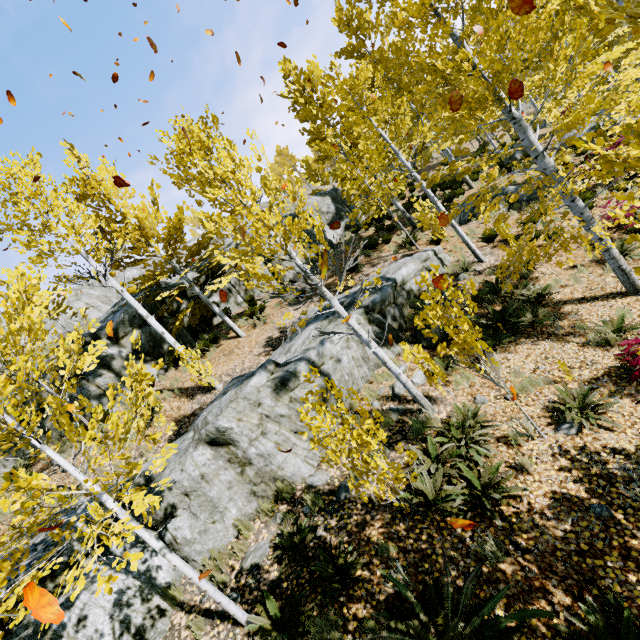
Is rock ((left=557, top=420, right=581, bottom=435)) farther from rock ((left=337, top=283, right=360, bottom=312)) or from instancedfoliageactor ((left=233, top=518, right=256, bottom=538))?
rock ((left=337, top=283, right=360, bottom=312))

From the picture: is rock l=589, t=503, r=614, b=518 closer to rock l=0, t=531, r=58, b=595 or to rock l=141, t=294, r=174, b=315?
rock l=141, t=294, r=174, b=315

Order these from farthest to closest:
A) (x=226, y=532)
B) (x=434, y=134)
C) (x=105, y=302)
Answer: (x=105, y=302) → (x=434, y=134) → (x=226, y=532)

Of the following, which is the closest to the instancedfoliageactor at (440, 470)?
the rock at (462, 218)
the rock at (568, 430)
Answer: the rock at (568, 430)

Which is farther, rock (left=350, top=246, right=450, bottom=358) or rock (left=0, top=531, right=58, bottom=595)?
rock (left=350, top=246, right=450, bottom=358)

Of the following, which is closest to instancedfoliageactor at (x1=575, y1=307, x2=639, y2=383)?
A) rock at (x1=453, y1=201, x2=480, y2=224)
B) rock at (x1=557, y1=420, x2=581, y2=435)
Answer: rock at (x1=557, y1=420, x2=581, y2=435)

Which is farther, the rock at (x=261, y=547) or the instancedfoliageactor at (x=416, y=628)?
the rock at (x=261, y=547)
